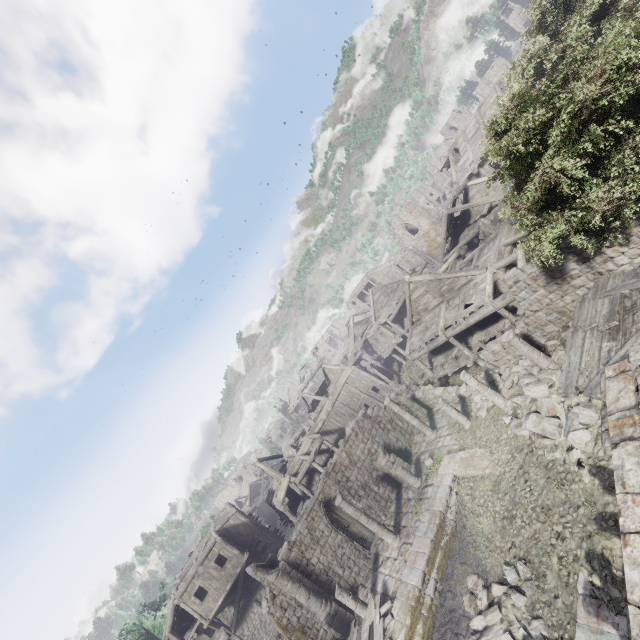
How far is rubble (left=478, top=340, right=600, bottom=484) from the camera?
10.63m

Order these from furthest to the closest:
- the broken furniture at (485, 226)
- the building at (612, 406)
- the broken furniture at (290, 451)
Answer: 1. the broken furniture at (290, 451)
2. the broken furniture at (485, 226)
3. the building at (612, 406)

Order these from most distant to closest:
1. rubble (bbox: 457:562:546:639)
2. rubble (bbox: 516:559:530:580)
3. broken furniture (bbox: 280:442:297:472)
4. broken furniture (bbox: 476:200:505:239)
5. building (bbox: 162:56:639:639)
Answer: broken furniture (bbox: 280:442:297:472) → broken furniture (bbox: 476:200:505:239) → building (bbox: 162:56:639:639) → rubble (bbox: 516:559:530:580) → rubble (bbox: 457:562:546:639)

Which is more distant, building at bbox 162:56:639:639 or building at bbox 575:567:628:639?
building at bbox 162:56:639:639

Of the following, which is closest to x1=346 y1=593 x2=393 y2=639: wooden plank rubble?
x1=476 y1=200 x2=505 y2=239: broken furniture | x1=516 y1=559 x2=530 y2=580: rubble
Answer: x1=516 y1=559 x2=530 y2=580: rubble

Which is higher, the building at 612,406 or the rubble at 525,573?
the building at 612,406

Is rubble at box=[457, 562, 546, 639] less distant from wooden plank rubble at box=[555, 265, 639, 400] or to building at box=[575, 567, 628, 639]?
building at box=[575, 567, 628, 639]

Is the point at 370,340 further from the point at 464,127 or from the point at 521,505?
the point at 521,505
